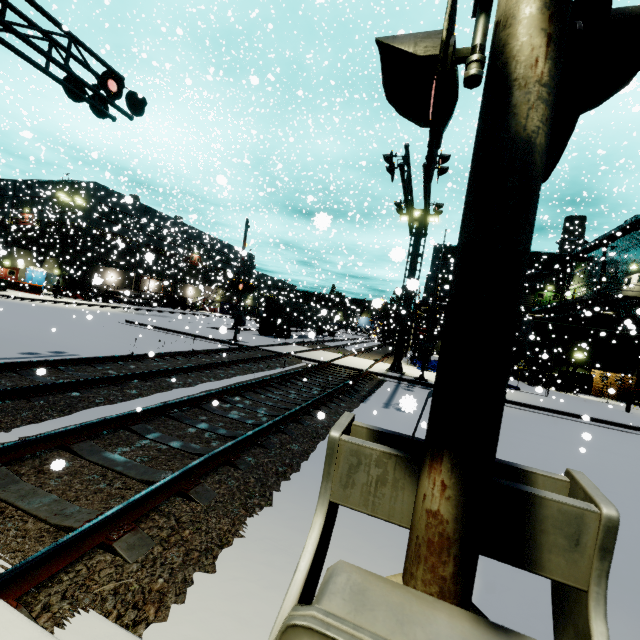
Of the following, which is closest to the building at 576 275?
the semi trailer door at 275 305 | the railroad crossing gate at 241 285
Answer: the semi trailer door at 275 305

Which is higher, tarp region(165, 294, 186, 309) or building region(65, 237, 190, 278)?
building region(65, 237, 190, 278)

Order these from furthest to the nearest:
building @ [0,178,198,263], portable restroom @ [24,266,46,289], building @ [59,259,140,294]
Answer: building @ [59,259,140,294]
building @ [0,178,198,263]
portable restroom @ [24,266,46,289]

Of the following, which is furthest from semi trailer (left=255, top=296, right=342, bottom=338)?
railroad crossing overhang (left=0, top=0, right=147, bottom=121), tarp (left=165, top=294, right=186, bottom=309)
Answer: railroad crossing overhang (left=0, top=0, right=147, bottom=121)

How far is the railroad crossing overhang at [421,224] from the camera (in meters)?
11.14

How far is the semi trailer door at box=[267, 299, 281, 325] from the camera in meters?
31.9

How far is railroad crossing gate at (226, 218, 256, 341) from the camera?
19.2 meters

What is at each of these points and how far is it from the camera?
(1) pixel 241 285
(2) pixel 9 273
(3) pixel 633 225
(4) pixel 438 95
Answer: (1) railroad crossing gate, 19.34m
(2) door, 41.03m
(3) pipe, 24.97m
(4) railroad crossing gate, 1.25m
